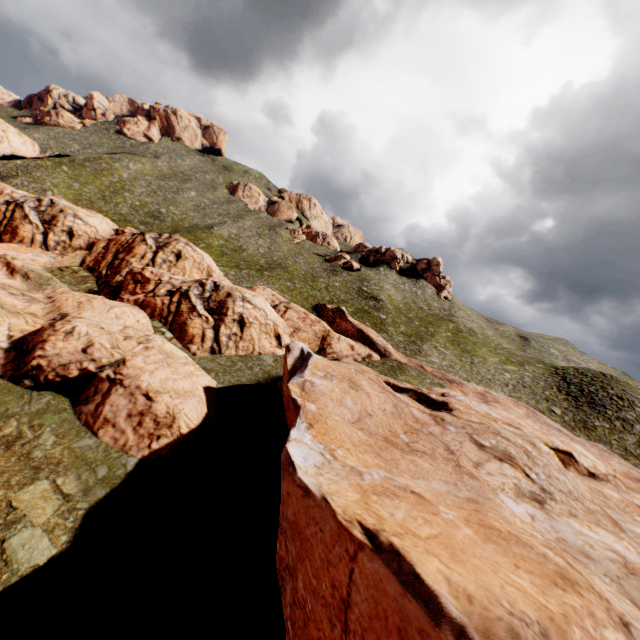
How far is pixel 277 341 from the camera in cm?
3753
